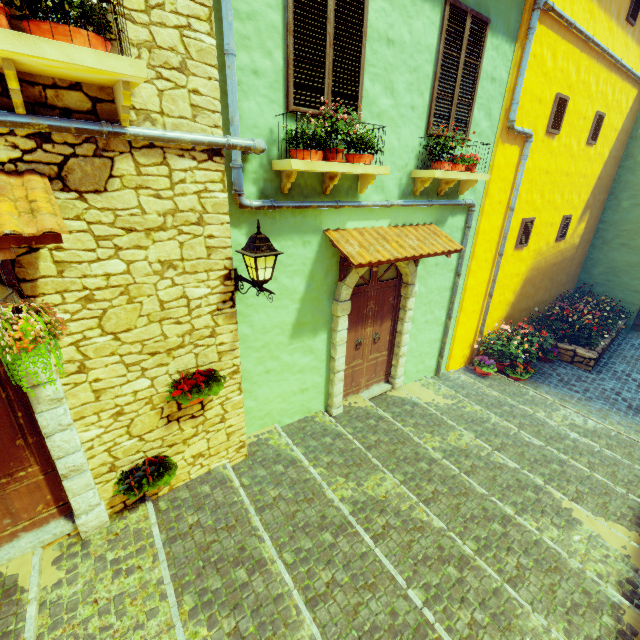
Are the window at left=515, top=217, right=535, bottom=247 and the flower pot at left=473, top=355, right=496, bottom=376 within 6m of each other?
yes

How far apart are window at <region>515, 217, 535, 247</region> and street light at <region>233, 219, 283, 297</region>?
6.9m

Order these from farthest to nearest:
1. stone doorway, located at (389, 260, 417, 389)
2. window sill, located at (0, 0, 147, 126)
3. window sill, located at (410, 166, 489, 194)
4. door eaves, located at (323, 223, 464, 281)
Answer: stone doorway, located at (389, 260, 417, 389) → window sill, located at (410, 166, 489, 194) → door eaves, located at (323, 223, 464, 281) → window sill, located at (0, 0, 147, 126)

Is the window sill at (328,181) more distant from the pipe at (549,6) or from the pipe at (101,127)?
the pipe at (549,6)

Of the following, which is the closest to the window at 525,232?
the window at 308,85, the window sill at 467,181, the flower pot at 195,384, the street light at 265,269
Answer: the window sill at 467,181

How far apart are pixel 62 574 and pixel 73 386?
1.8m

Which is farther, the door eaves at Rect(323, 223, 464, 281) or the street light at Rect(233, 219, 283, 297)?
the door eaves at Rect(323, 223, 464, 281)

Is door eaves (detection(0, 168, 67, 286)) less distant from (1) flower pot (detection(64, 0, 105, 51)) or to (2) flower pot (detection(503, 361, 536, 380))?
(1) flower pot (detection(64, 0, 105, 51))
